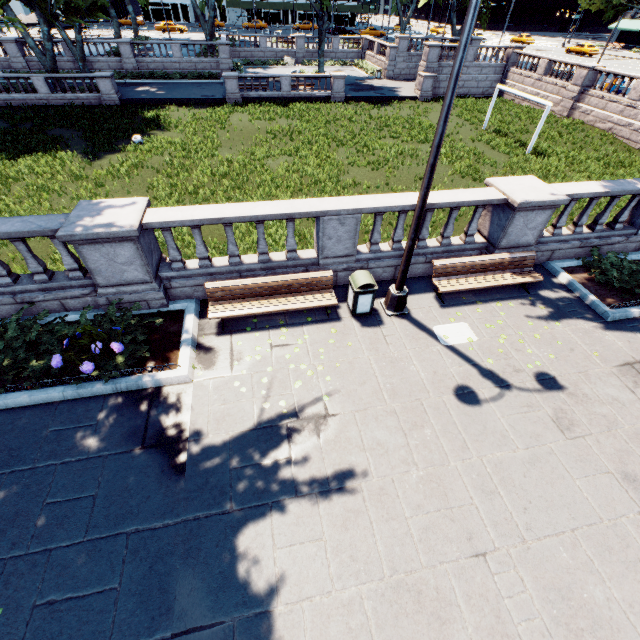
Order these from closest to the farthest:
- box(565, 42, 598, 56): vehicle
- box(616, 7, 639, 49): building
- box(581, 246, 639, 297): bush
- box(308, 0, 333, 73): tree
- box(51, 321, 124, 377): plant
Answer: box(51, 321, 124, 377): plant, box(581, 246, 639, 297): bush, box(308, 0, 333, 73): tree, box(565, 42, 598, 56): vehicle, box(616, 7, 639, 49): building

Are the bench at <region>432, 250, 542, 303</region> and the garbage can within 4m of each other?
yes

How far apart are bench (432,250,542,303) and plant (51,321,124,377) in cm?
724

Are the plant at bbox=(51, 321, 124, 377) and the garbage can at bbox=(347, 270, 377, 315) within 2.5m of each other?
no

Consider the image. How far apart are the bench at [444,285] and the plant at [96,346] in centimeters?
724cm

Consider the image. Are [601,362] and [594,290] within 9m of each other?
yes

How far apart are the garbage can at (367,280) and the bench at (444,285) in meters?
1.7 m

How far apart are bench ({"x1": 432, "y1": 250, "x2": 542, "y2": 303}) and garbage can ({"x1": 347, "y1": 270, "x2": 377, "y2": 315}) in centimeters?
175cm
